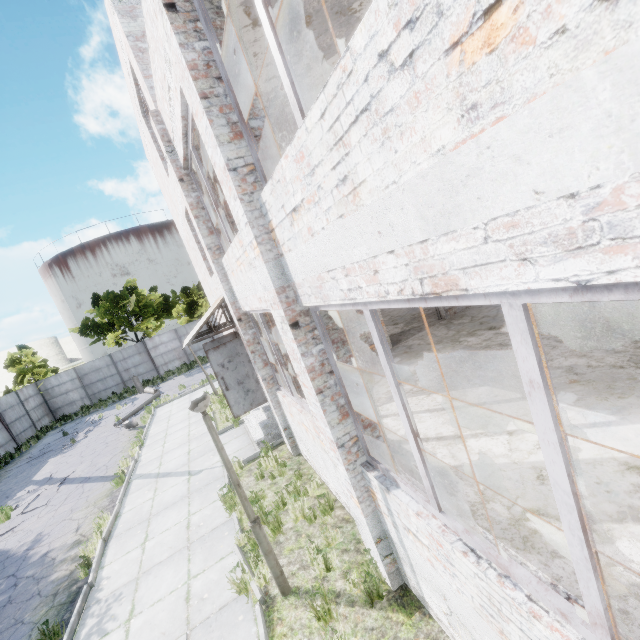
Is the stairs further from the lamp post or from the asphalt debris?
the asphalt debris

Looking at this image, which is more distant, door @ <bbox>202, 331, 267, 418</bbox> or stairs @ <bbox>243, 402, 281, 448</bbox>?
stairs @ <bbox>243, 402, 281, 448</bbox>

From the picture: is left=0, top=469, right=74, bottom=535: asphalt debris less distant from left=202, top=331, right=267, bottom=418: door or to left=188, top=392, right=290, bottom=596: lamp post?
left=202, top=331, right=267, bottom=418: door

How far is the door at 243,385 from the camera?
9.1 meters

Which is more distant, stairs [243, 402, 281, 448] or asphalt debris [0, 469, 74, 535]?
asphalt debris [0, 469, 74, 535]

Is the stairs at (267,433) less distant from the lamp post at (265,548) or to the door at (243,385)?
the door at (243,385)

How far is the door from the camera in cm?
915

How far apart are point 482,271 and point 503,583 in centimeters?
237cm
